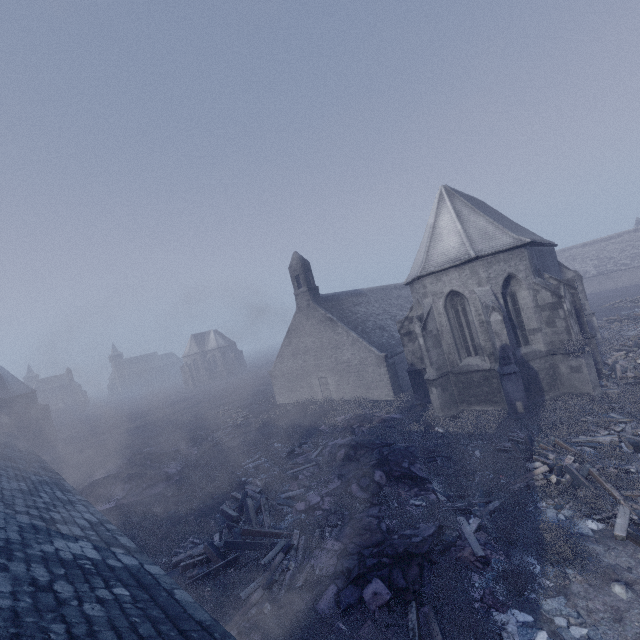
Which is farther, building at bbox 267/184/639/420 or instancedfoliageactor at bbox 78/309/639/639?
building at bbox 267/184/639/420

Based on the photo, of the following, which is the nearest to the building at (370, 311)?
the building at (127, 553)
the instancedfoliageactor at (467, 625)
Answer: the instancedfoliageactor at (467, 625)

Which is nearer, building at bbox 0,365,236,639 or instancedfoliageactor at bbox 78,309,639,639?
building at bbox 0,365,236,639

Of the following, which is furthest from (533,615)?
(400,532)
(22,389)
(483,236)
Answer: (22,389)

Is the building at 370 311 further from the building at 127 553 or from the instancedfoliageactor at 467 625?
the building at 127 553

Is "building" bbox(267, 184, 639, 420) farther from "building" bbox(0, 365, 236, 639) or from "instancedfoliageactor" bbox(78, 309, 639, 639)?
"building" bbox(0, 365, 236, 639)
